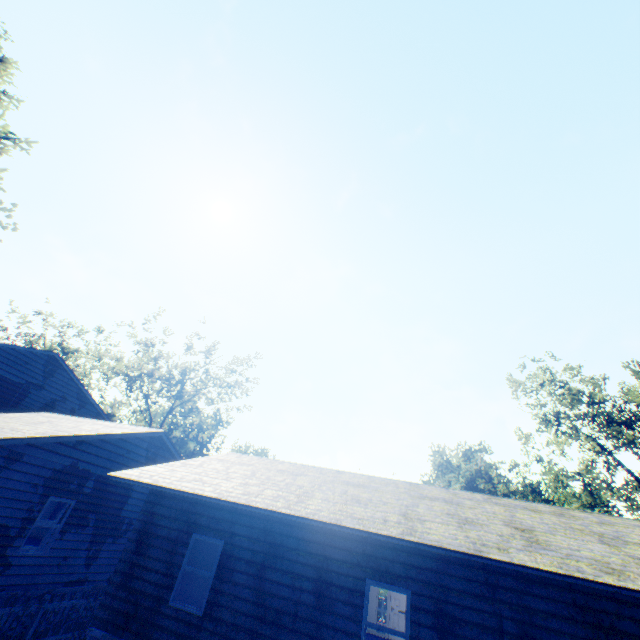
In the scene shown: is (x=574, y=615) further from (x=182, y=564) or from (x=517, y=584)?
(x=182, y=564)

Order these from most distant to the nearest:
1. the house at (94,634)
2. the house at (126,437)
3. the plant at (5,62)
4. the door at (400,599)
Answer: the door at (400,599) → the plant at (5,62) → the house at (126,437) → the house at (94,634)

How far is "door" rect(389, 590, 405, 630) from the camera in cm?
1524

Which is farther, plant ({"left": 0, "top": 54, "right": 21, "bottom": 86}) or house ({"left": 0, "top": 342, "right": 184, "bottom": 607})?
plant ({"left": 0, "top": 54, "right": 21, "bottom": 86})

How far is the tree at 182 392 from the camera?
35.9 meters

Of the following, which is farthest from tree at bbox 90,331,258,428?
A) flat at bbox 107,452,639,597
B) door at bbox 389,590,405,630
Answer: door at bbox 389,590,405,630

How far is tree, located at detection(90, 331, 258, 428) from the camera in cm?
3594

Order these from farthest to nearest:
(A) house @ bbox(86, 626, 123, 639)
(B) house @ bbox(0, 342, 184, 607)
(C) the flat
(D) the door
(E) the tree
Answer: (E) the tree, (D) the door, (B) house @ bbox(0, 342, 184, 607), (A) house @ bbox(86, 626, 123, 639), (C) the flat
